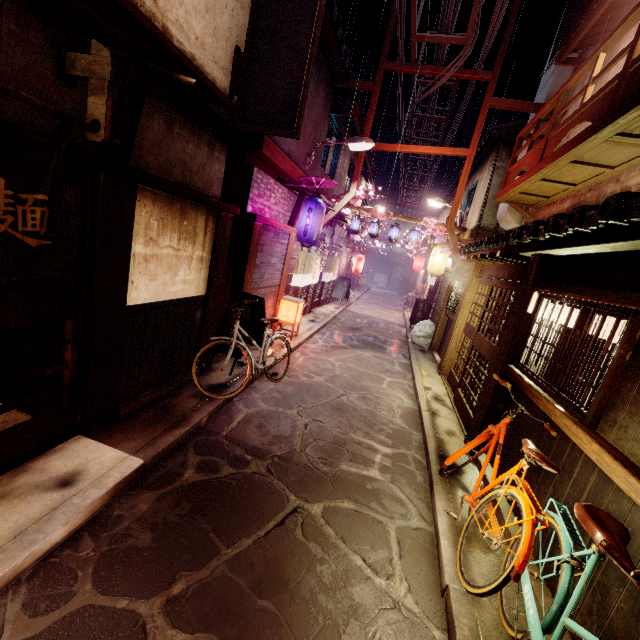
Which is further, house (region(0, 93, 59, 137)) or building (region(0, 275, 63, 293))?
building (region(0, 275, 63, 293))

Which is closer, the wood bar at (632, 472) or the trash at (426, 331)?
the wood bar at (632, 472)

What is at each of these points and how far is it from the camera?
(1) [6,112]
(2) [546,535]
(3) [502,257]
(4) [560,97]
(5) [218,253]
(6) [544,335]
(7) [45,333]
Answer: (1) house, 4.5 meters
(2) foundation, 5.7 meters
(3) stick, 9.6 meters
(4) terrace, 10.6 meters
(5) wood pole, 9.8 meters
(6) window grill, 7.6 meters
(7) building, 10.9 meters

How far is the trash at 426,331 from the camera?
21.06m

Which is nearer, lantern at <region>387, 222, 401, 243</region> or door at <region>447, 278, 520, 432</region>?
door at <region>447, 278, 520, 432</region>

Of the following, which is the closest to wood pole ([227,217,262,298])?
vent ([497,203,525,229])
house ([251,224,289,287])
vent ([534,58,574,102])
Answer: house ([251,224,289,287])

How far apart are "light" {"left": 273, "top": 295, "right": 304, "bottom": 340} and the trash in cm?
857

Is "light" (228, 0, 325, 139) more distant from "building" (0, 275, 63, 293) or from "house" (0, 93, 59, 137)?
"building" (0, 275, 63, 293)
